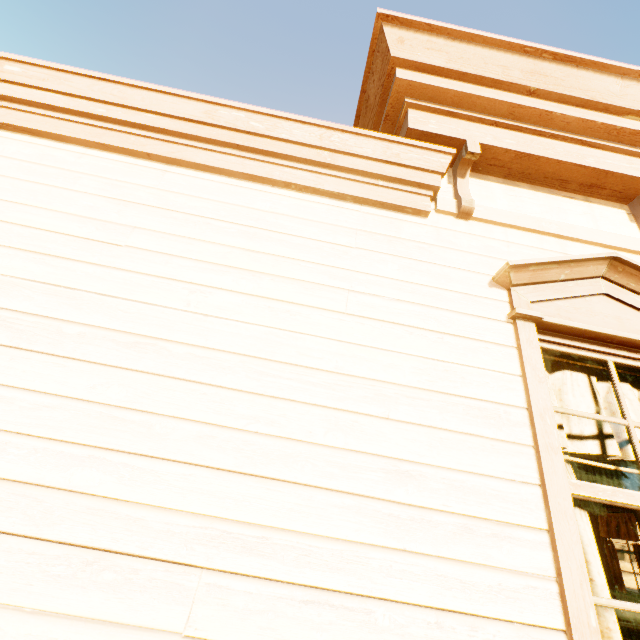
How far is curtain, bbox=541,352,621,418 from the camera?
1.84m

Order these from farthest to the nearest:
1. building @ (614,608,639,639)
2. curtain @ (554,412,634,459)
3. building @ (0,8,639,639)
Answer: building @ (614,608,639,639)
curtain @ (554,412,634,459)
building @ (0,8,639,639)

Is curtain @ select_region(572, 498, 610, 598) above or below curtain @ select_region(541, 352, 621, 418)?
below

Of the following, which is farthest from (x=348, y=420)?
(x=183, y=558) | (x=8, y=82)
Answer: (x=8, y=82)

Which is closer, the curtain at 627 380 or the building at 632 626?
the curtain at 627 380

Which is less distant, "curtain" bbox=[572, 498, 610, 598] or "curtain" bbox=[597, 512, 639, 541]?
"curtain" bbox=[572, 498, 610, 598]

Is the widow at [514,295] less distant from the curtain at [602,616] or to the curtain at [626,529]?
the curtain at [602,616]
